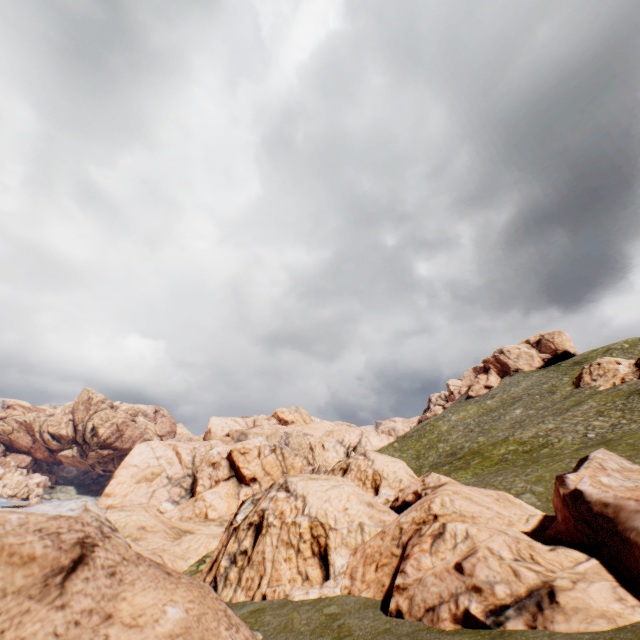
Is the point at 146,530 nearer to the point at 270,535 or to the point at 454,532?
the point at 270,535
